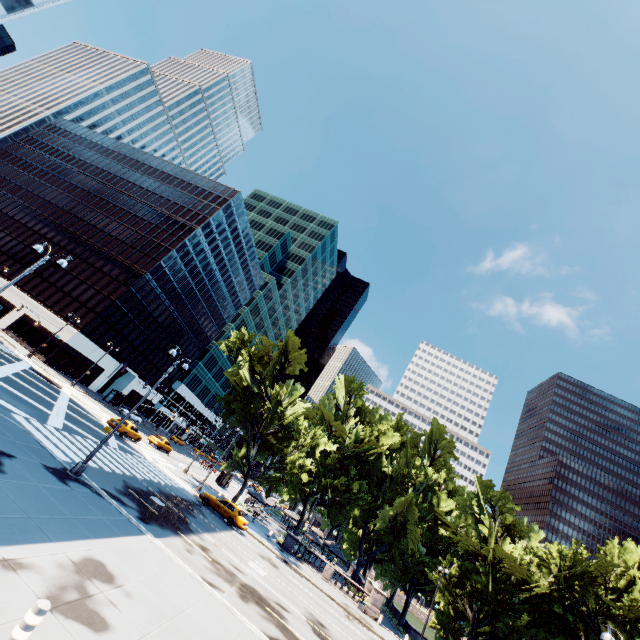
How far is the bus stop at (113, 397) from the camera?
52.6 meters

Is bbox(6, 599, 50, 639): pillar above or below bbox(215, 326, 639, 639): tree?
below

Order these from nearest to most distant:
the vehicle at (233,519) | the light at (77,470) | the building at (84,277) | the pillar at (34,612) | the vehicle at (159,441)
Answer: the pillar at (34,612), the light at (77,470), the vehicle at (233,519), the vehicle at (159,441), the building at (84,277)

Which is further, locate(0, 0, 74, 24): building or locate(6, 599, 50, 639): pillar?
locate(0, 0, 74, 24): building

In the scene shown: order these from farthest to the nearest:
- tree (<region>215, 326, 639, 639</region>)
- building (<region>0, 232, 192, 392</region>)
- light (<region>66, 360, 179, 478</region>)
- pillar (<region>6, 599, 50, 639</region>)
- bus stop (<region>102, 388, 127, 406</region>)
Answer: bus stop (<region>102, 388, 127, 406</region>), building (<region>0, 232, 192, 392</region>), tree (<region>215, 326, 639, 639</region>), light (<region>66, 360, 179, 478</region>), pillar (<region>6, 599, 50, 639</region>)

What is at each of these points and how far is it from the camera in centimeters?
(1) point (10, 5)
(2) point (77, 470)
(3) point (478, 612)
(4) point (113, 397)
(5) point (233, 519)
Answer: (1) building, 2881cm
(2) light, 1524cm
(3) tree, 3562cm
(4) bus stop, 5269cm
(5) vehicle, 2870cm

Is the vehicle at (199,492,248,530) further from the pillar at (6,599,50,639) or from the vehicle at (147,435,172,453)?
the pillar at (6,599,50,639)

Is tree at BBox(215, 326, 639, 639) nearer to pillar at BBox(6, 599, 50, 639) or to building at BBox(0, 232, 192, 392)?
building at BBox(0, 232, 192, 392)
